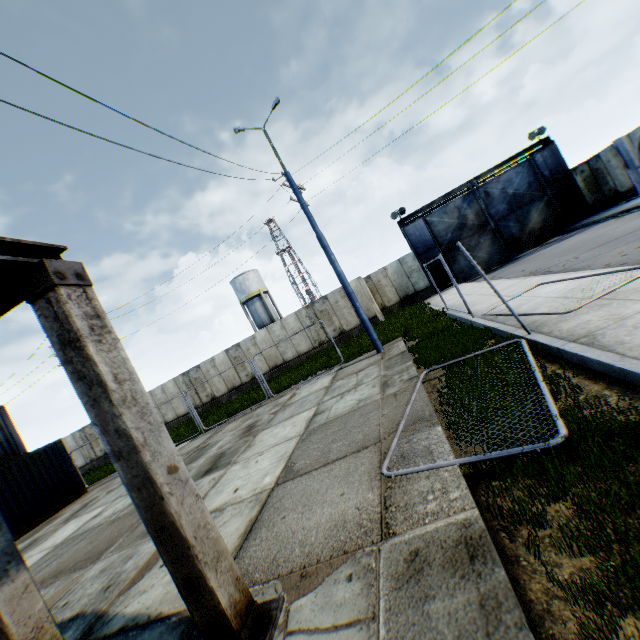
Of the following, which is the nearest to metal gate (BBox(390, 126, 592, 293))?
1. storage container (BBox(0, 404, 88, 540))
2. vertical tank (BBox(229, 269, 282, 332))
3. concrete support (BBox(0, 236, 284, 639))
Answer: vertical tank (BBox(229, 269, 282, 332))

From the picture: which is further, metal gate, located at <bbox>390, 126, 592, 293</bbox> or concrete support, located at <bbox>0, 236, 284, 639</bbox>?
metal gate, located at <bbox>390, 126, 592, 293</bbox>

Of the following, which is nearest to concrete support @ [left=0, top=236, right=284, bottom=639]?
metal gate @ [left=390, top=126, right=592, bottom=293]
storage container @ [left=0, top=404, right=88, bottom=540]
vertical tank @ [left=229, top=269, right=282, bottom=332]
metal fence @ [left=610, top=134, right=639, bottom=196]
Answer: metal fence @ [left=610, top=134, right=639, bottom=196]

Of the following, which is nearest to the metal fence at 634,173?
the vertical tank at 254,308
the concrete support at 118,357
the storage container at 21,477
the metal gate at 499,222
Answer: A: the concrete support at 118,357

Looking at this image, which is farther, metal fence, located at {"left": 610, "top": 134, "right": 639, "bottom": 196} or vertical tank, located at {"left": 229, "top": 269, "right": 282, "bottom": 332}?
vertical tank, located at {"left": 229, "top": 269, "right": 282, "bottom": 332}

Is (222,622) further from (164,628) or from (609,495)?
(609,495)

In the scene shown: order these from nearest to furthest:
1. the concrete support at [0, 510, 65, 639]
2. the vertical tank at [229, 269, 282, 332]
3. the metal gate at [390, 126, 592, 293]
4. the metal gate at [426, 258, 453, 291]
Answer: the concrete support at [0, 510, 65, 639], the metal gate at [390, 126, 592, 293], the metal gate at [426, 258, 453, 291], the vertical tank at [229, 269, 282, 332]

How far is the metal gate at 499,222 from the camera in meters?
21.5
